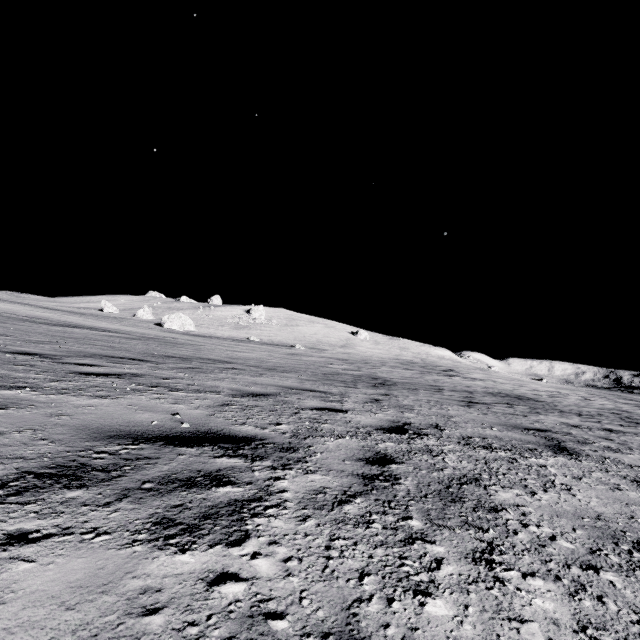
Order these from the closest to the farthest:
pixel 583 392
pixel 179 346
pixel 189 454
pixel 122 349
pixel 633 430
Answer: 1. pixel 189 454
2. pixel 633 430
3. pixel 122 349
4. pixel 179 346
5. pixel 583 392

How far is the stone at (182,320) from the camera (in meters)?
39.94

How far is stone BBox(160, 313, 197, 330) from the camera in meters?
39.9 m
